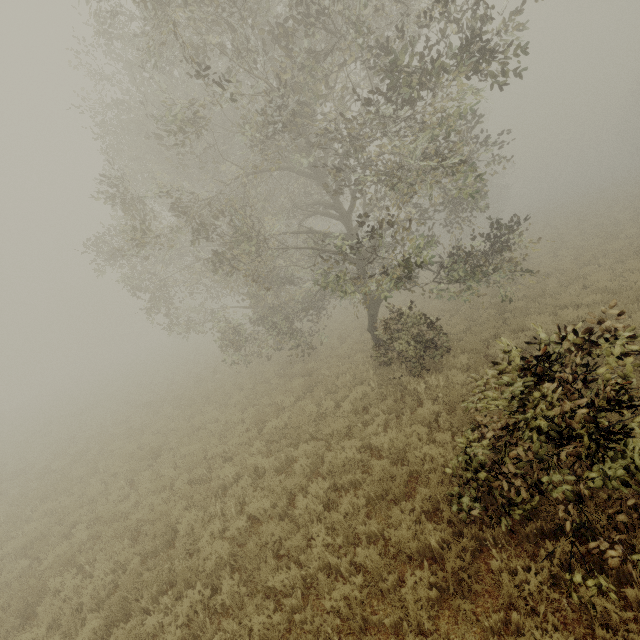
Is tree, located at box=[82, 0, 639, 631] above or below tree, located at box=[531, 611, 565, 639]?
above

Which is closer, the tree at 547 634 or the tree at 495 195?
the tree at 547 634

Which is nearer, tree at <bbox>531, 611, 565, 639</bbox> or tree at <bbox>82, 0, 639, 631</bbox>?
tree at <bbox>531, 611, 565, 639</bbox>

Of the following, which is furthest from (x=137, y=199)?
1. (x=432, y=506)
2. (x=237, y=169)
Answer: (x=432, y=506)

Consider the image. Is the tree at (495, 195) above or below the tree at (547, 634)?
above
